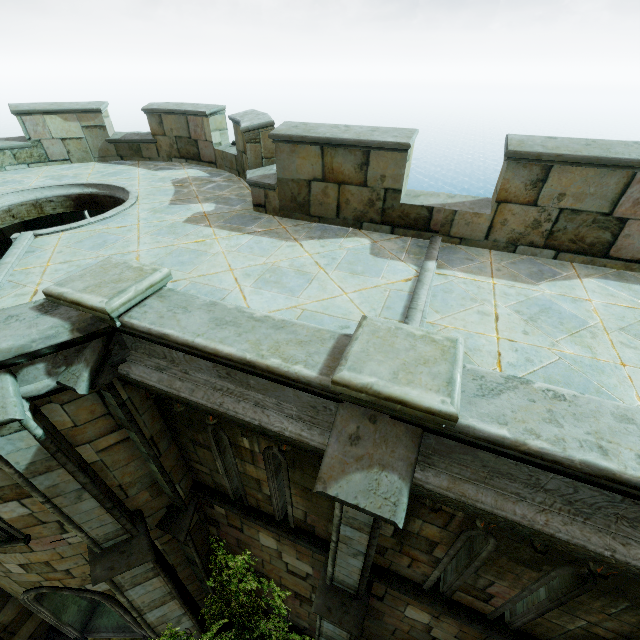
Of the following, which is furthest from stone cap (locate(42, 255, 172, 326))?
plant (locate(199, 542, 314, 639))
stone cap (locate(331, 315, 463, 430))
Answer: plant (locate(199, 542, 314, 639))

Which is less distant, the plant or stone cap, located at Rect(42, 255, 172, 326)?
stone cap, located at Rect(42, 255, 172, 326)

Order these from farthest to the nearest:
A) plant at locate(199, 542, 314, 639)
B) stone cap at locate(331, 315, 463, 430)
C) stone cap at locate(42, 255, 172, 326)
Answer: plant at locate(199, 542, 314, 639) < stone cap at locate(42, 255, 172, 326) < stone cap at locate(331, 315, 463, 430)

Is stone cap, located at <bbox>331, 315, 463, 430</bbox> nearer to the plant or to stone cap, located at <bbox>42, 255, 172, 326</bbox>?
stone cap, located at <bbox>42, 255, 172, 326</bbox>

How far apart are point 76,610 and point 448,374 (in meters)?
12.12

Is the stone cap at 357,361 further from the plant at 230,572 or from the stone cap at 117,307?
the plant at 230,572

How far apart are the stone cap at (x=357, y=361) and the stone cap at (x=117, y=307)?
2.4 meters
